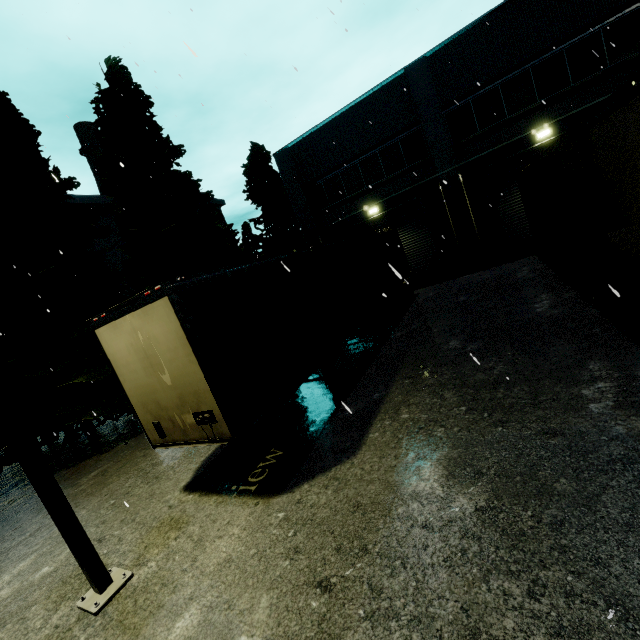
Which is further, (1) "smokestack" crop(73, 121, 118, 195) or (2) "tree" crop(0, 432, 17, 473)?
(1) "smokestack" crop(73, 121, 118, 195)

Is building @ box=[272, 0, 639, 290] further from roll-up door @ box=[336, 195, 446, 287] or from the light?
the light

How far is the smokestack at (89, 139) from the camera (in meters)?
36.56

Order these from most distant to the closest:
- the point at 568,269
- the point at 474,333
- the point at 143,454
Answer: the point at 568,269
the point at 143,454
the point at 474,333

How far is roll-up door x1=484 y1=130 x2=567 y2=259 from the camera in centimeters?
1420cm

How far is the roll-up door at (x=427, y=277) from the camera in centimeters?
1689cm

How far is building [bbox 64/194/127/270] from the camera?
27.05m

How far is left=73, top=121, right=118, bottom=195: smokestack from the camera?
36.56m
